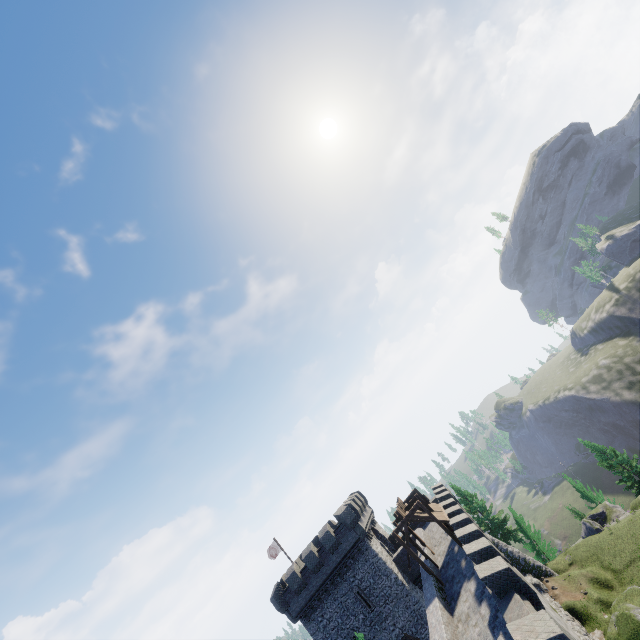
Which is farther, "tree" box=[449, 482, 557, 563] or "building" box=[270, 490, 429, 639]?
"tree" box=[449, 482, 557, 563]

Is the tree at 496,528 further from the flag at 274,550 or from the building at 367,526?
the flag at 274,550

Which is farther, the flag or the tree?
the flag

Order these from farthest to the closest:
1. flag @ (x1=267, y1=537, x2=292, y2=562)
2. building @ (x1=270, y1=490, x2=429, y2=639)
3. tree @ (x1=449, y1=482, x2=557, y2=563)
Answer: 1. flag @ (x1=267, y1=537, x2=292, y2=562)
2. tree @ (x1=449, y1=482, x2=557, y2=563)
3. building @ (x1=270, y1=490, x2=429, y2=639)

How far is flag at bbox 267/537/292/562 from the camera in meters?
38.5

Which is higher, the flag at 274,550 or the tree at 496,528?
the flag at 274,550

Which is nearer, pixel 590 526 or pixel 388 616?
pixel 388 616

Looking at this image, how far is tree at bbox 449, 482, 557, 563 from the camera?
36.6 meters
